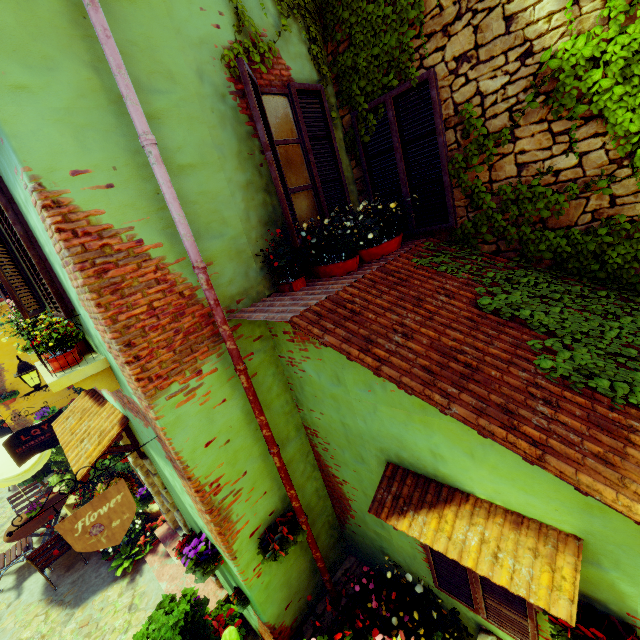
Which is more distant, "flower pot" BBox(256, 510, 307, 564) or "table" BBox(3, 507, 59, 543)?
"table" BBox(3, 507, 59, 543)

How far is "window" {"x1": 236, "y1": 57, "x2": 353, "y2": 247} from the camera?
3.08m

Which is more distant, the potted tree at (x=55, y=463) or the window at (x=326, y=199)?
the potted tree at (x=55, y=463)

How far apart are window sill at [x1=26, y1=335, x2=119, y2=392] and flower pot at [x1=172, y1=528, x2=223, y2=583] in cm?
207

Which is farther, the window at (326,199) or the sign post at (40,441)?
the sign post at (40,441)

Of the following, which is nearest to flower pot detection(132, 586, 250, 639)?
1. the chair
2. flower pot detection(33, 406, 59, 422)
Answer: the chair

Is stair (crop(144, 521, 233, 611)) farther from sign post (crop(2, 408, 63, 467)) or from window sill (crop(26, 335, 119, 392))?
window sill (crop(26, 335, 119, 392))

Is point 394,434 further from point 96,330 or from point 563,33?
point 563,33
